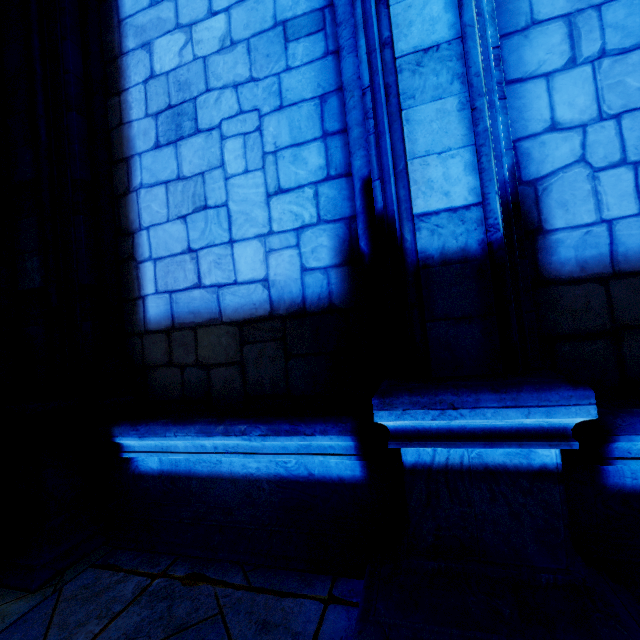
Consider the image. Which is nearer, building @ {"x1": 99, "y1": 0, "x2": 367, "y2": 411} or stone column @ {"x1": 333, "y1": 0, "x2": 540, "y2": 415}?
stone column @ {"x1": 333, "y1": 0, "x2": 540, "y2": 415}

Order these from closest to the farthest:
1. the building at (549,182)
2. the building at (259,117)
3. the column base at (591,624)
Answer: the column base at (591,624), the building at (549,182), the building at (259,117)

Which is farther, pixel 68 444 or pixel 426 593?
pixel 68 444

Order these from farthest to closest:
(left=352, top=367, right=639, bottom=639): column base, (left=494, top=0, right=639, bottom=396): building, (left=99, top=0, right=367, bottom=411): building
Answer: (left=99, top=0, right=367, bottom=411): building
(left=494, top=0, right=639, bottom=396): building
(left=352, top=367, right=639, bottom=639): column base

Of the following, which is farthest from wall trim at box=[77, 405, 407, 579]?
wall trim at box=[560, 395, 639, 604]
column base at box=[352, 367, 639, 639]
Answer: wall trim at box=[560, 395, 639, 604]

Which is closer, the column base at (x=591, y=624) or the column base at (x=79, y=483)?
the column base at (x=591, y=624)

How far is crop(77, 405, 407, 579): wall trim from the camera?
2.1m
